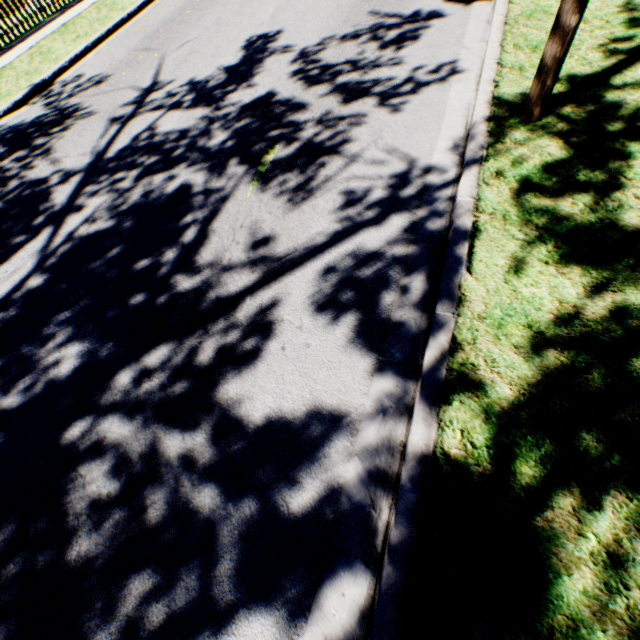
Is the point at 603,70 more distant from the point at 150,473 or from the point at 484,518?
the point at 150,473
